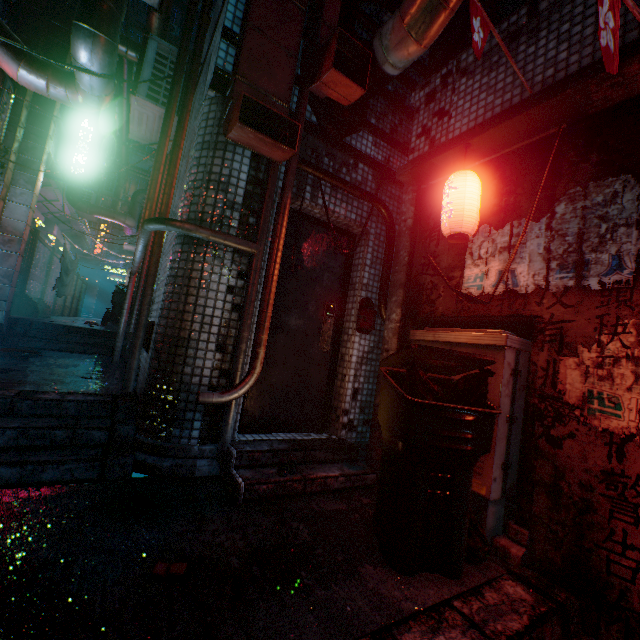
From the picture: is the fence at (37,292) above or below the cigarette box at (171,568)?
above

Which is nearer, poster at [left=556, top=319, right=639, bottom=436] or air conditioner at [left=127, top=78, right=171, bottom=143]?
poster at [left=556, top=319, right=639, bottom=436]

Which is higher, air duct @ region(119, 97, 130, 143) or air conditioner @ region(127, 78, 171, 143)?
air duct @ region(119, 97, 130, 143)

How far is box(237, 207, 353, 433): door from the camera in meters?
2.9

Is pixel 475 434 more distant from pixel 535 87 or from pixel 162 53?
pixel 162 53

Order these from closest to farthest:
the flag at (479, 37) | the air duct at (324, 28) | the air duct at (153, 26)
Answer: the flag at (479, 37) → the air duct at (324, 28) → the air duct at (153, 26)

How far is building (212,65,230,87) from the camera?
2.5 meters

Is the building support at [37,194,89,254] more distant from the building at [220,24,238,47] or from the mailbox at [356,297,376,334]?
the mailbox at [356,297,376,334]
